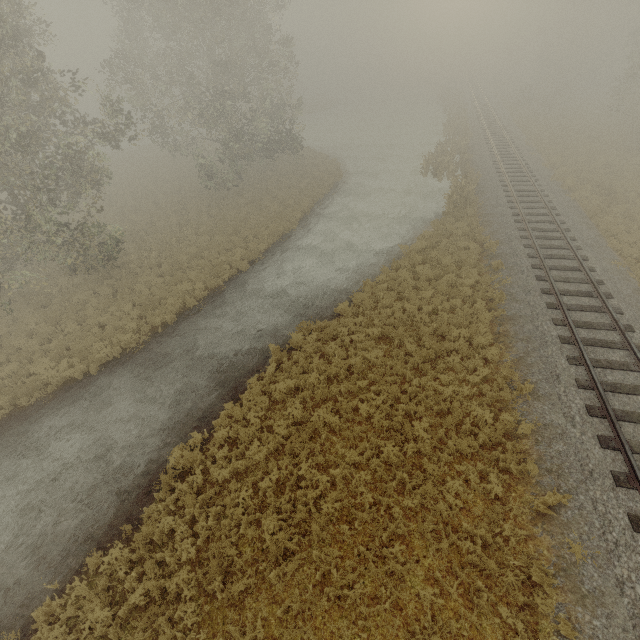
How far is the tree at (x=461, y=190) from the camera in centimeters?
2162cm

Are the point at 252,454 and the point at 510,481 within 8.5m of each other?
yes

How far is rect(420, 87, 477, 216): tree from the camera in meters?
21.6 m
